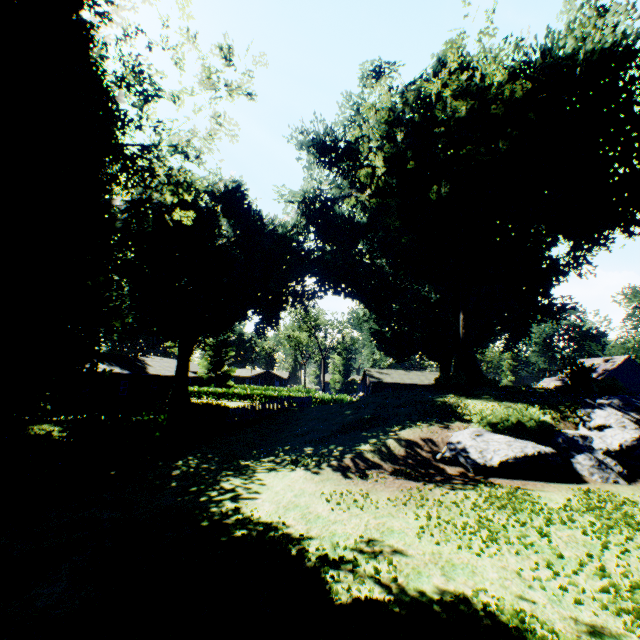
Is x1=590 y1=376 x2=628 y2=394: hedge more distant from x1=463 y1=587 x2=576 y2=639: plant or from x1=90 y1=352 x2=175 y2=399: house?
x1=90 y1=352 x2=175 y2=399: house

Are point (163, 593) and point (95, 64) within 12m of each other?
no

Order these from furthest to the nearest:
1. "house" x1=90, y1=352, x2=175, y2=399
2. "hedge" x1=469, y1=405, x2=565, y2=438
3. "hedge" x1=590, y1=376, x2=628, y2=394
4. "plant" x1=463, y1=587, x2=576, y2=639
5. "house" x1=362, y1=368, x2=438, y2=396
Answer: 1. "house" x1=362, y1=368, x2=438, y2=396
2. "house" x1=90, y1=352, x2=175, y2=399
3. "hedge" x1=590, y1=376, x2=628, y2=394
4. "hedge" x1=469, y1=405, x2=565, y2=438
5. "plant" x1=463, y1=587, x2=576, y2=639

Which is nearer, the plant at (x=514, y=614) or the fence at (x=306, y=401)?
the plant at (x=514, y=614)

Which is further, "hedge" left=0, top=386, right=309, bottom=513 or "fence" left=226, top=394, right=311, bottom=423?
"fence" left=226, top=394, right=311, bottom=423

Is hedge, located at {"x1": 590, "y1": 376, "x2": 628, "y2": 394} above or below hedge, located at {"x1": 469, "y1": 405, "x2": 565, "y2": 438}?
above

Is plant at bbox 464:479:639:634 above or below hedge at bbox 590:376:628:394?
below

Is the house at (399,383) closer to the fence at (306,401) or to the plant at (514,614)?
the plant at (514,614)
